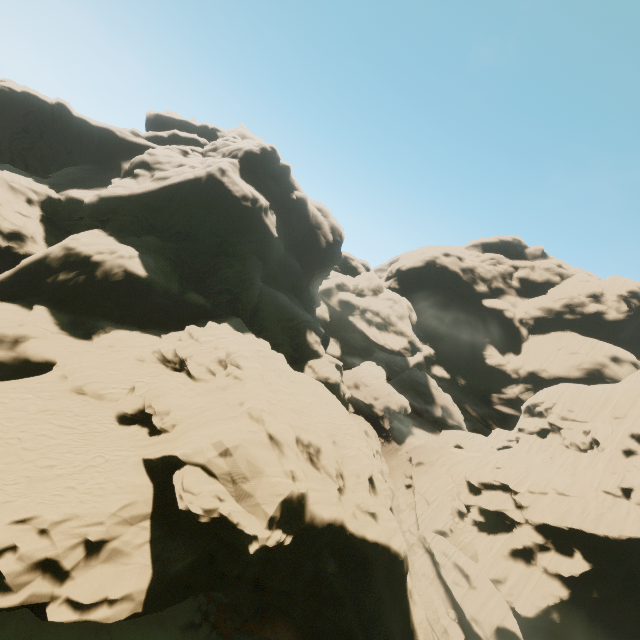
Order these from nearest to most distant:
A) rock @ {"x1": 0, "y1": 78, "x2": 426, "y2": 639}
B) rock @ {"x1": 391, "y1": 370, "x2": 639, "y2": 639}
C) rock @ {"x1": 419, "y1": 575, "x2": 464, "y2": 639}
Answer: rock @ {"x1": 0, "y1": 78, "x2": 426, "y2": 639} < rock @ {"x1": 391, "y1": 370, "x2": 639, "y2": 639} < rock @ {"x1": 419, "y1": 575, "x2": 464, "y2": 639}

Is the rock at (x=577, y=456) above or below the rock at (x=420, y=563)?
above

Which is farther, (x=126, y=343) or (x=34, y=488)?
(x=126, y=343)

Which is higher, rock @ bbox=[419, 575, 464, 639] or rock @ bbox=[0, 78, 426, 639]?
rock @ bbox=[0, 78, 426, 639]

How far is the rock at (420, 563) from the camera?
38.4 meters

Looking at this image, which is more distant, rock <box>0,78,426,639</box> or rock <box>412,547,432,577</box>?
rock <box>412,547,432,577</box>

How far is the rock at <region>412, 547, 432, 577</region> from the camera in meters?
38.4 m
